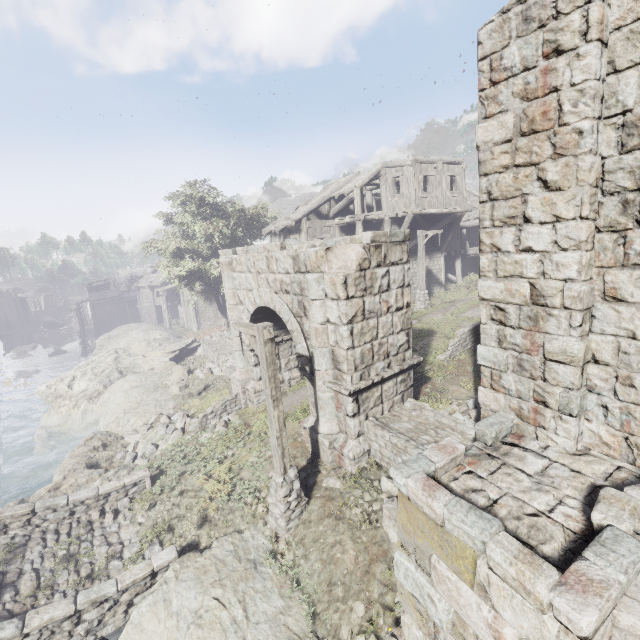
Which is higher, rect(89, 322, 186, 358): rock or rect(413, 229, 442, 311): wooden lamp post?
rect(413, 229, 442, 311): wooden lamp post

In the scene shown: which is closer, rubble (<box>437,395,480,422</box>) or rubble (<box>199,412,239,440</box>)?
rubble (<box>437,395,480,422</box>)

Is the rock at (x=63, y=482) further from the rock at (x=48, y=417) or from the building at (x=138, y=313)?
the building at (x=138, y=313)

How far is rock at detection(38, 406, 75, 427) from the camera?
18.98m

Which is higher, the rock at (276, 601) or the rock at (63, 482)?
the rock at (276, 601)

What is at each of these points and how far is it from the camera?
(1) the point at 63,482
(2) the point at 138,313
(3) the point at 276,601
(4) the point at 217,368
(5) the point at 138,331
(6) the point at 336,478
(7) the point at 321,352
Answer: (1) rock, 11.0m
(2) building, 59.8m
(3) rock, 6.3m
(4) rubble, 18.4m
(5) rock, 32.2m
(6) stone arch, 8.2m
(7) stone arch, 8.3m

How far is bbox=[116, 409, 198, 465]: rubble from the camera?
12.59m

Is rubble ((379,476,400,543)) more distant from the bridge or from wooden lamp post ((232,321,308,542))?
the bridge
